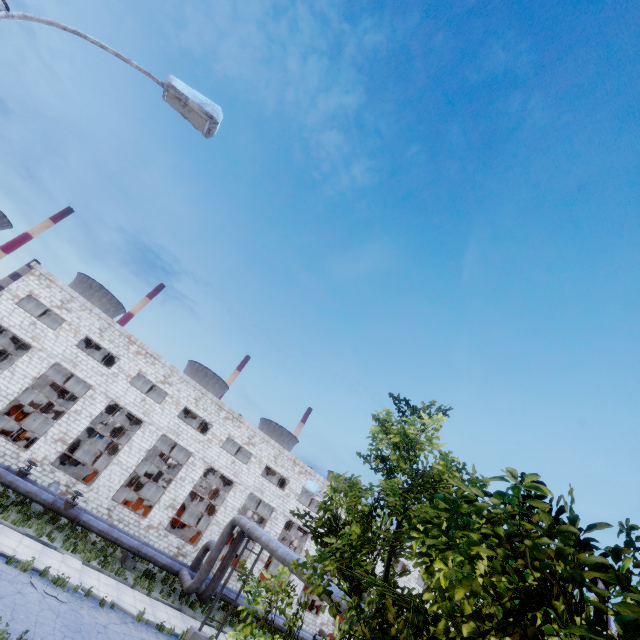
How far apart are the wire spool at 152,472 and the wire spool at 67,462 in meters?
5.2

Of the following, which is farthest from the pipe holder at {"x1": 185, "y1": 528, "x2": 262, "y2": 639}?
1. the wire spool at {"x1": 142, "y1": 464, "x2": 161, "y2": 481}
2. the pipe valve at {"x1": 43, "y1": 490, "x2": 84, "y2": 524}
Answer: the wire spool at {"x1": 142, "y1": 464, "x2": 161, "y2": 481}

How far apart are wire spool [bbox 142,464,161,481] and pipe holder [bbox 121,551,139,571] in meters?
9.4 m

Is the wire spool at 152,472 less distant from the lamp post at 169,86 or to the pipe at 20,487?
the pipe at 20,487

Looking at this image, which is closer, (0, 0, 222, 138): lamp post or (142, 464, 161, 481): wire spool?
(0, 0, 222, 138): lamp post

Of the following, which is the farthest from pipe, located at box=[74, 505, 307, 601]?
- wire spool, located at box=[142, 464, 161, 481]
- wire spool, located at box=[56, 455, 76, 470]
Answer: wire spool, located at box=[142, 464, 161, 481]

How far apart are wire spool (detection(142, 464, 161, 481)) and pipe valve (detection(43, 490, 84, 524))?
10.7 meters

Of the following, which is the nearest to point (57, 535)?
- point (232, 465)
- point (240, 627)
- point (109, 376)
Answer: point (109, 376)
